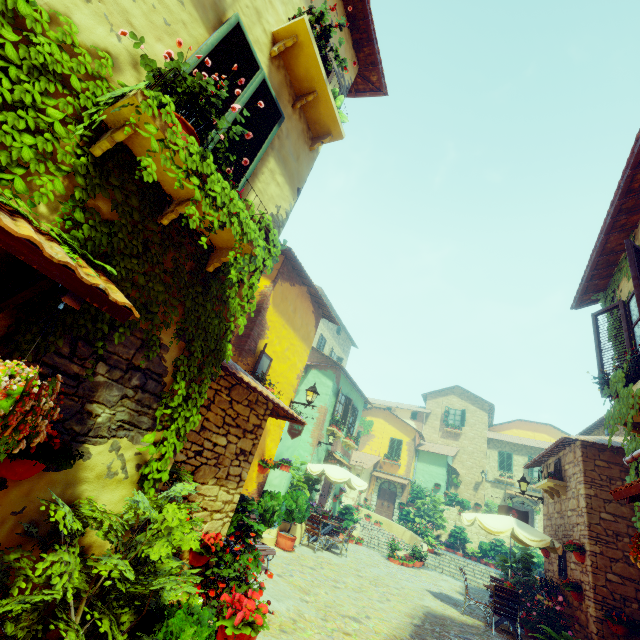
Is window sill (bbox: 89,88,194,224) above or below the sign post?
above

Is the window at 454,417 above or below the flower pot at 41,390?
above

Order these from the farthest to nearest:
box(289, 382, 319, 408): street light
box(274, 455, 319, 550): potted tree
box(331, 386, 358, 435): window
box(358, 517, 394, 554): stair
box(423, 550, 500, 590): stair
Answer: box(331, 386, 358, 435): window, box(358, 517, 394, 554): stair, box(423, 550, 500, 590): stair, box(274, 455, 319, 550): potted tree, box(289, 382, 319, 408): street light

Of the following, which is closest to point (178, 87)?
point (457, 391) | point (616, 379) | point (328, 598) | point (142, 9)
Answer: point (142, 9)

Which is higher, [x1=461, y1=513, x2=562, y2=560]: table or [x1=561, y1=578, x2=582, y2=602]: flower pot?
[x1=461, y1=513, x2=562, y2=560]: table

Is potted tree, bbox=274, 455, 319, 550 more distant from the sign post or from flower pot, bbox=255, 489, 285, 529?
the sign post

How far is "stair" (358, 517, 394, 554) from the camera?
16.5 meters

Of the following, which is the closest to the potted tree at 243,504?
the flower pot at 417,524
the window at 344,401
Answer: the window at 344,401
